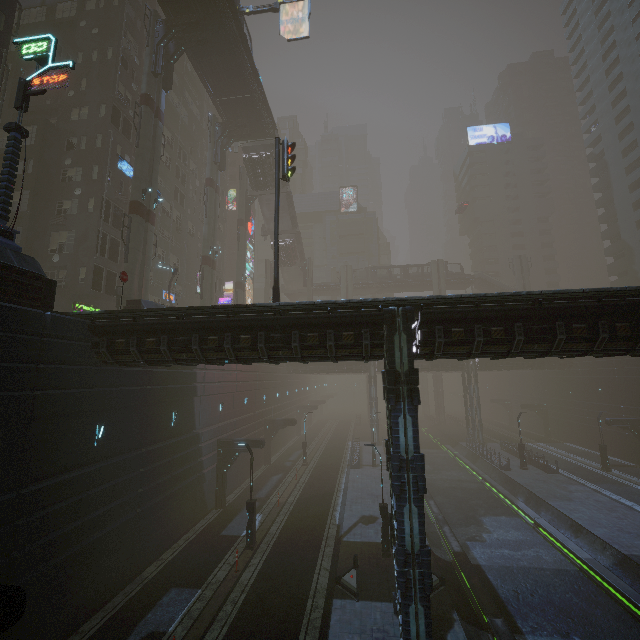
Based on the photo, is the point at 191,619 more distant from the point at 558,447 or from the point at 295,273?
the point at 295,273

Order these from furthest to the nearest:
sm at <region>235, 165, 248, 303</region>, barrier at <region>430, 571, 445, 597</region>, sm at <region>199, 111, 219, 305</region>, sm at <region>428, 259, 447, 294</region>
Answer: sm at <region>428, 259, 447, 294</region>
sm at <region>235, 165, 248, 303</region>
sm at <region>199, 111, 219, 305</region>
barrier at <region>430, 571, 445, 597</region>

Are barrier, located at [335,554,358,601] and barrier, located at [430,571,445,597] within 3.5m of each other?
yes

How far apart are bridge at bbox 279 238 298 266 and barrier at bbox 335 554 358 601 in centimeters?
→ 4337cm

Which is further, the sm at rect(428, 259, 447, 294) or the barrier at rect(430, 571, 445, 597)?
the sm at rect(428, 259, 447, 294)

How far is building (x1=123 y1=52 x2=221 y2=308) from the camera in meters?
37.0 m

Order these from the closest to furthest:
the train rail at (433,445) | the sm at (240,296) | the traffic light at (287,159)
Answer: the train rail at (433,445)
the traffic light at (287,159)
the sm at (240,296)

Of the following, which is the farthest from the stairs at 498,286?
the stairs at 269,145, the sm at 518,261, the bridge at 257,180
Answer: the bridge at 257,180
